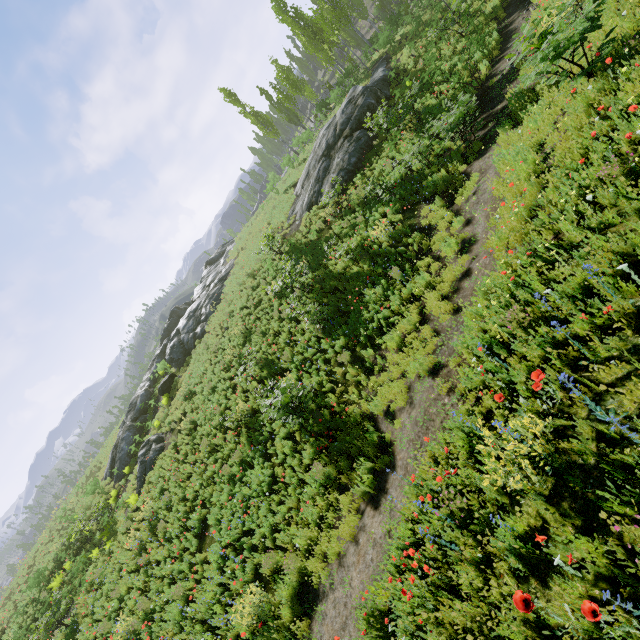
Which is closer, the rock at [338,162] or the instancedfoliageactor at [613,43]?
the instancedfoliageactor at [613,43]

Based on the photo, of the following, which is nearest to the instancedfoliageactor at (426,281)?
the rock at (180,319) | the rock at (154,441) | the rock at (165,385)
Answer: the rock at (154,441)

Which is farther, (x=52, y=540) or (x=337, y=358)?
(x=52, y=540)

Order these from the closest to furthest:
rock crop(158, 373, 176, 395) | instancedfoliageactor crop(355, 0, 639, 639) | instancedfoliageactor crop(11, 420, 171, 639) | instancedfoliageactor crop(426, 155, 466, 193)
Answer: instancedfoliageactor crop(355, 0, 639, 639)
instancedfoliageactor crop(426, 155, 466, 193)
instancedfoliageactor crop(11, 420, 171, 639)
rock crop(158, 373, 176, 395)

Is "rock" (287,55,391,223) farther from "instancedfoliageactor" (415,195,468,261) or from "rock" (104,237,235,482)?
"rock" (104,237,235,482)

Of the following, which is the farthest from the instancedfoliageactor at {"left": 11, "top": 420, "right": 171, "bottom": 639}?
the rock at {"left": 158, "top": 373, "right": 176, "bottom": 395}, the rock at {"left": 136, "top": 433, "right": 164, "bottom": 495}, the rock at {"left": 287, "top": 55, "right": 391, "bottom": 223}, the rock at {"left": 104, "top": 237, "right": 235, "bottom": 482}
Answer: the rock at {"left": 158, "top": 373, "right": 176, "bottom": 395}

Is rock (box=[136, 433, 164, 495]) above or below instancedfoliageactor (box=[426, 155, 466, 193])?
above
